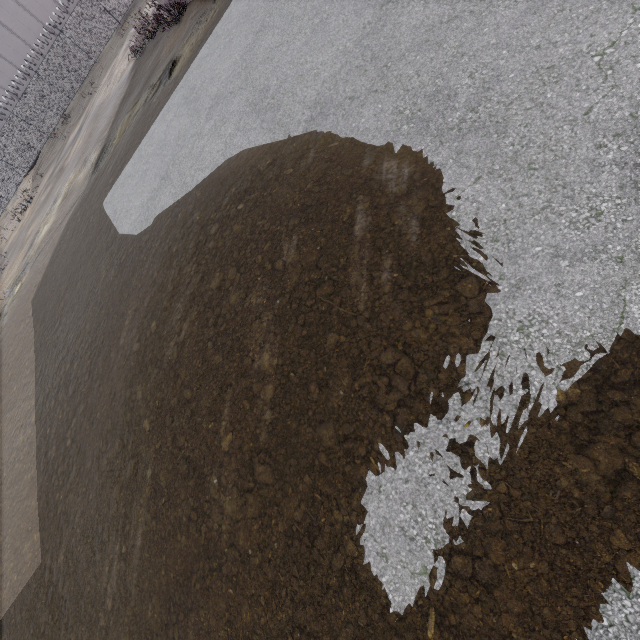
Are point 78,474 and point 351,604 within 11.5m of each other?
yes
